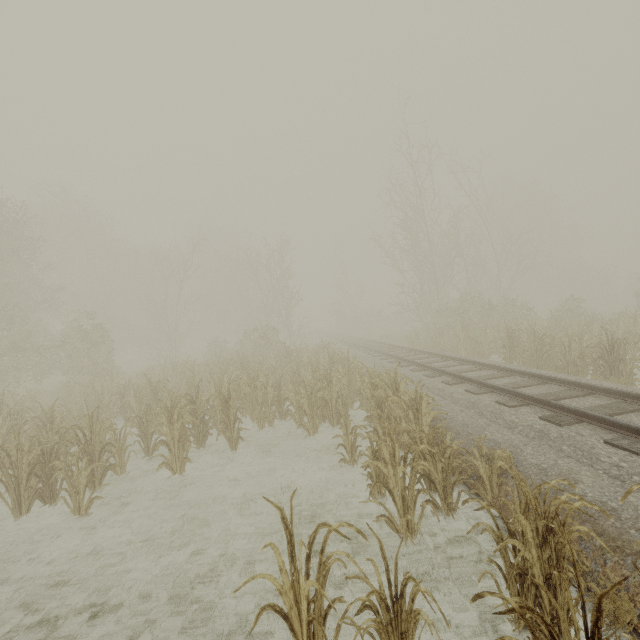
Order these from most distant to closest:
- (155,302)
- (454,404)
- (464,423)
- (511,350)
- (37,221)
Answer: (155,302)
(37,221)
(511,350)
(454,404)
(464,423)
